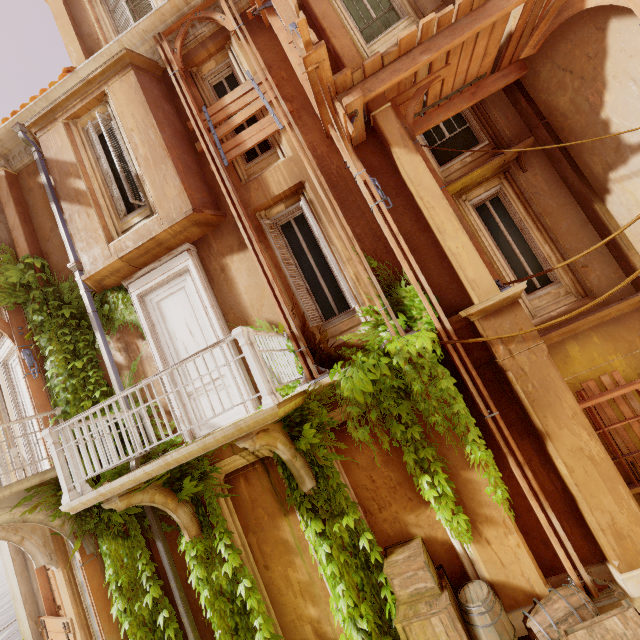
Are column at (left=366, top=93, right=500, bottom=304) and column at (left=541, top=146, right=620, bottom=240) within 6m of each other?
yes

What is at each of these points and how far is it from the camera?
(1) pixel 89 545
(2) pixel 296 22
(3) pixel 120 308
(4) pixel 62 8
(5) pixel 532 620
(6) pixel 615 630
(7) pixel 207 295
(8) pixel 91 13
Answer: (1) support, 6.20m
(2) wood, 4.03m
(3) plant, 6.88m
(4) column, 7.57m
(5) barrel, 4.18m
(6) crate, 3.29m
(7) door, 6.27m
(8) window, 7.65m

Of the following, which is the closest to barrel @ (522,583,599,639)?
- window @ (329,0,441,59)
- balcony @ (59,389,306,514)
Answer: balcony @ (59,389,306,514)

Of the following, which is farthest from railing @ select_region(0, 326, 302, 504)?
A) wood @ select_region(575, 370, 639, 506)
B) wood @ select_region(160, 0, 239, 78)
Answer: wood @ select_region(160, 0, 239, 78)

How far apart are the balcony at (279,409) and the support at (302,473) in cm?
1

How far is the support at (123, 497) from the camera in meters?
4.7 m

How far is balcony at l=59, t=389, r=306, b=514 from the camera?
4.04m

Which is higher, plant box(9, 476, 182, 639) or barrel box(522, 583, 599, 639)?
plant box(9, 476, 182, 639)
